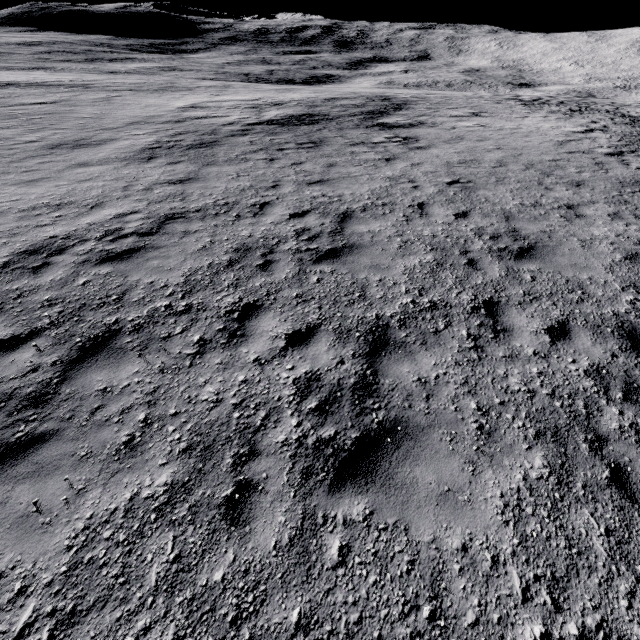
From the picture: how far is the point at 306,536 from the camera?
3.0m
